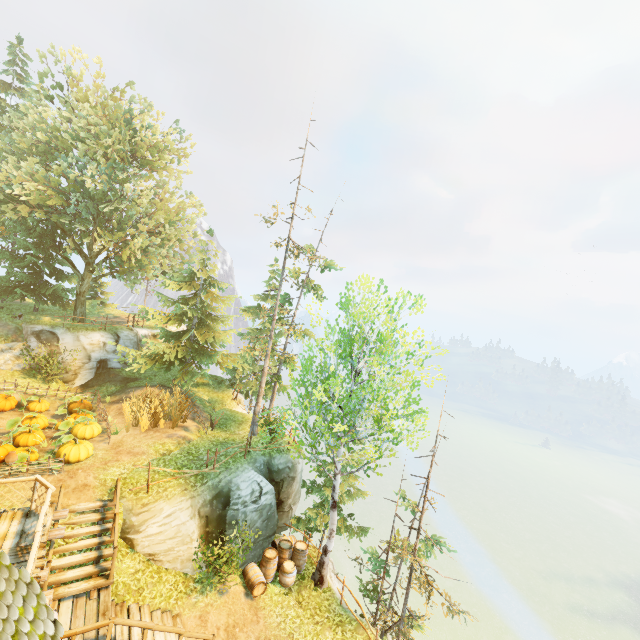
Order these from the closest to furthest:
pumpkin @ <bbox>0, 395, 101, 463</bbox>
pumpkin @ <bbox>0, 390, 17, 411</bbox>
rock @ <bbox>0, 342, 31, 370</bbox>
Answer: pumpkin @ <bbox>0, 395, 101, 463</bbox>
pumpkin @ <bbox>0, 390, 17, 411</bbox>
rock @ <bbox>0, 342, 31, 370</bbox>

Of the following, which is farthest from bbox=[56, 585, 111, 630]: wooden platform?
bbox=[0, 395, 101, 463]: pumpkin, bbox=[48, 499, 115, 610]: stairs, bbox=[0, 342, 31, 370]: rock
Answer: bbox=[0, 342, 31, 370]: rock

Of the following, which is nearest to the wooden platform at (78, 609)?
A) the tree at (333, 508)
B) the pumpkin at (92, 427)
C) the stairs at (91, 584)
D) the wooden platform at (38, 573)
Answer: the stairs at (91, 584)

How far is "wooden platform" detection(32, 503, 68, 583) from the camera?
7.7m

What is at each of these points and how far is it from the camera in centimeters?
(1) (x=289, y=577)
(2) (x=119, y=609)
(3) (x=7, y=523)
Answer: (1) barrel, 1320cm
(2) stairs, 968cm
(3) wooden platform, 891cm

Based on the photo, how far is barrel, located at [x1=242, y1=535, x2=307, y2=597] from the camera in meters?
12.7

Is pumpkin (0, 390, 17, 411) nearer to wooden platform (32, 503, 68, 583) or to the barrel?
wooden platform (32, 503, 68, 583)

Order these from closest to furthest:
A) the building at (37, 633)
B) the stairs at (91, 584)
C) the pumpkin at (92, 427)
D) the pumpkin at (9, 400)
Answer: the building at (37, 633), the stairs at (91, 584), the pumpkin at (92, 427), the pumpkin at (9, 400)
